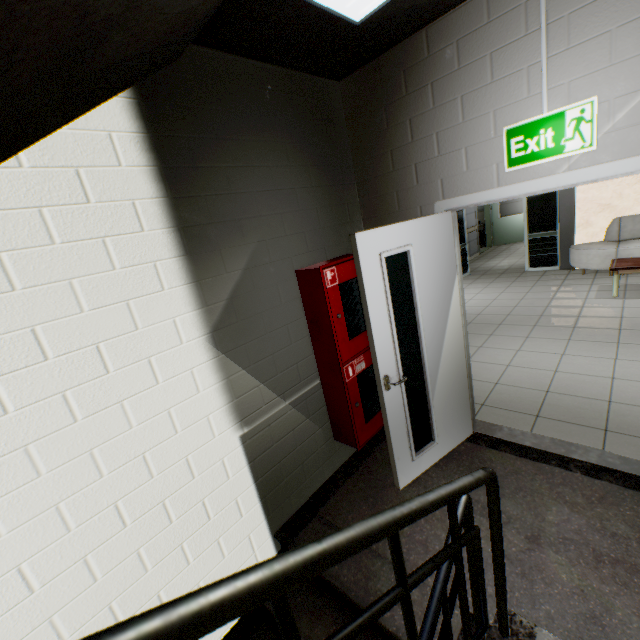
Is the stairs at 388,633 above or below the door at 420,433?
below

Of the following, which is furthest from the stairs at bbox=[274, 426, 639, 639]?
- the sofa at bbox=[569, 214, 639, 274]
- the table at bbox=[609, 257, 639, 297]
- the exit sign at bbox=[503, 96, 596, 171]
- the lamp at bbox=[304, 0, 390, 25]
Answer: → the sofa at bbox=[569, 214, 639, 274]

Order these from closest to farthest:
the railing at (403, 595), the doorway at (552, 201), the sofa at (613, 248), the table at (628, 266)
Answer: the railing at (403, 595), the table at (628, 266), the sofa at (613, 248), the doorway at (552, 201)

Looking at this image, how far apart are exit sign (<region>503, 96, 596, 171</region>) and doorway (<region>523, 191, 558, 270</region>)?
6.82m

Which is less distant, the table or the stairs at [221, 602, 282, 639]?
the stairs at [221, 602, 282, 639]

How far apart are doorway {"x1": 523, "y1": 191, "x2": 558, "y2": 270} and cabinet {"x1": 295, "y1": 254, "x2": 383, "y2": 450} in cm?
688

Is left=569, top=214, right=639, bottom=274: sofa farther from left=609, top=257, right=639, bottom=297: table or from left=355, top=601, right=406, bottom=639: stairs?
left=355, top=601, right=406, bottom=639: stairs

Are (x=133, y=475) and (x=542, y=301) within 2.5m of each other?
no
